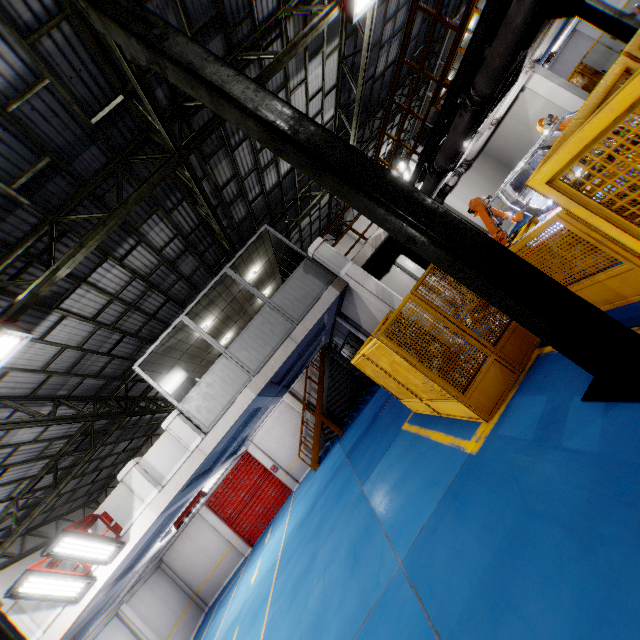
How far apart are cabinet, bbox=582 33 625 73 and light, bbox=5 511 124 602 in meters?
21.5

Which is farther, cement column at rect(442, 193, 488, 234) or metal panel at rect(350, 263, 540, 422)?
cement column at rect(442, 193, 488, 234)

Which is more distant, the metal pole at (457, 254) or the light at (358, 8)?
the light at (358, 8)

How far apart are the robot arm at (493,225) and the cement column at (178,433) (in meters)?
8.85

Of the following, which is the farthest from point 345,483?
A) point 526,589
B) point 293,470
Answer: point 293,470

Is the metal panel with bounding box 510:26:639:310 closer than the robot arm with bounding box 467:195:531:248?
Yes

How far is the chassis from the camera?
8.26m

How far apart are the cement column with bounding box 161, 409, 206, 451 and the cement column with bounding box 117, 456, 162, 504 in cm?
104
